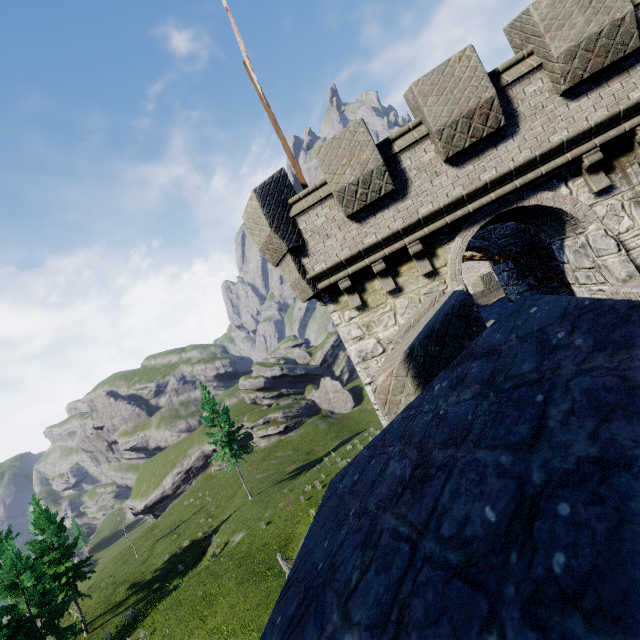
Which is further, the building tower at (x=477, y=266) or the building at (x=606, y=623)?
the building tower at (x=477, y=266)

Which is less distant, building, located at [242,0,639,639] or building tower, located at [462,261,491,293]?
building, located at [242,0,639,639]

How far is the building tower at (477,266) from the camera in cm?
4662

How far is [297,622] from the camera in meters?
0.8 m

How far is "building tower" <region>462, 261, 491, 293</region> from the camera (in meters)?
46.62
